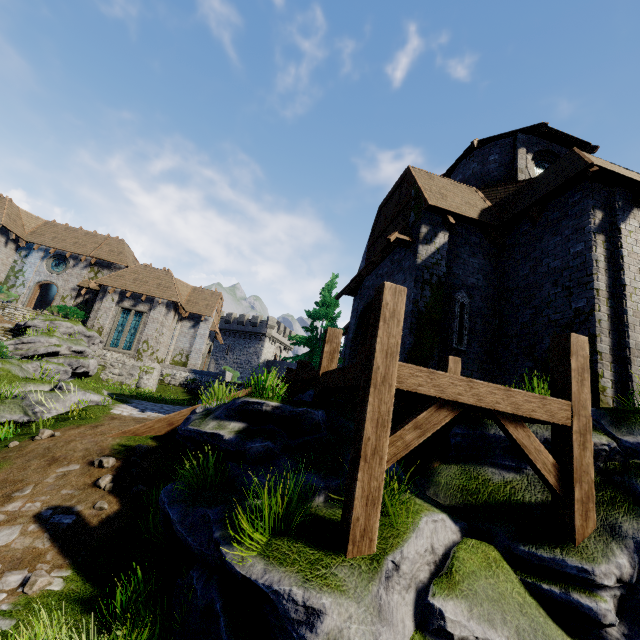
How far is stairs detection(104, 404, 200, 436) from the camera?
8.4 meters

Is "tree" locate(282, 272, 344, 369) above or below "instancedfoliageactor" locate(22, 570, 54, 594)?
above

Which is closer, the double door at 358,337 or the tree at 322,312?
the double door at 358,337

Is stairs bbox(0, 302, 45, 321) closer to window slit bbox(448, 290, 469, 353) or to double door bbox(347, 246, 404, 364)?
double door bbox(347, 246, 404, 364)

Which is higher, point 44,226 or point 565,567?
point 44,226

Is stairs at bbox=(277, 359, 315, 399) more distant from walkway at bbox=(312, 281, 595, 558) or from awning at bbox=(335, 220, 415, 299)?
awning at bbox=(335, 220, 415, 299)

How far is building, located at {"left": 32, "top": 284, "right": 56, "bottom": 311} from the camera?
33.31m

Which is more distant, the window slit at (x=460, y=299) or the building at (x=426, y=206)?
the window slit at (x=460, y=299)
